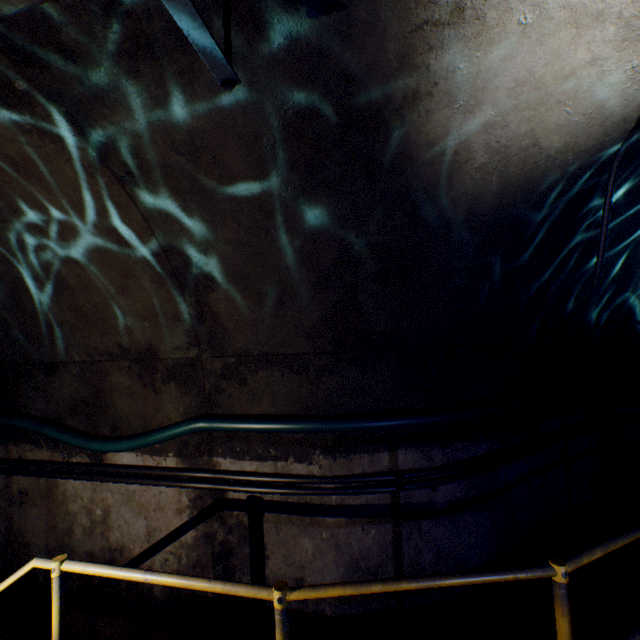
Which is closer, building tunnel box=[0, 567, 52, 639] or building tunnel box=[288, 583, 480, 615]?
building tunnel box=[288, 583, 480, 615]

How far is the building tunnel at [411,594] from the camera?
2.74m

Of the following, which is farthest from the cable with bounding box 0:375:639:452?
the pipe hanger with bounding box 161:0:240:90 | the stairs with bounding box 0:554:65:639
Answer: the pipe hanger with bounding box 161:0:240:90

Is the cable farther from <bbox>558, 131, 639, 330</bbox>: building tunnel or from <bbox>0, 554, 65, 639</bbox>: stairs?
<bbox>0, 554, 65, 639</bbox>: stairs

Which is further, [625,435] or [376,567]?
[625,435]

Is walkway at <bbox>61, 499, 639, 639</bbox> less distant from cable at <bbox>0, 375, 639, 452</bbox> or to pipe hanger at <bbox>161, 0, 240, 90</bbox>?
cable at <bbox>0, 375, 639, 452</bbox>

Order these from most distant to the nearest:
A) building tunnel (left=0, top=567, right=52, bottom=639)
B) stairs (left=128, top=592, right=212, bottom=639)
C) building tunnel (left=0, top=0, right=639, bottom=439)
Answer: building tunnel (left=0, top=567, right=52, bottom=639) → stairs (left=128, top=592, right=212, bottom=639) → building tunnel (left=0, top=0, right=639, bottom=439)

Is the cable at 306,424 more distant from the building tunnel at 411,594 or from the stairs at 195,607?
the stairs at 195,607
